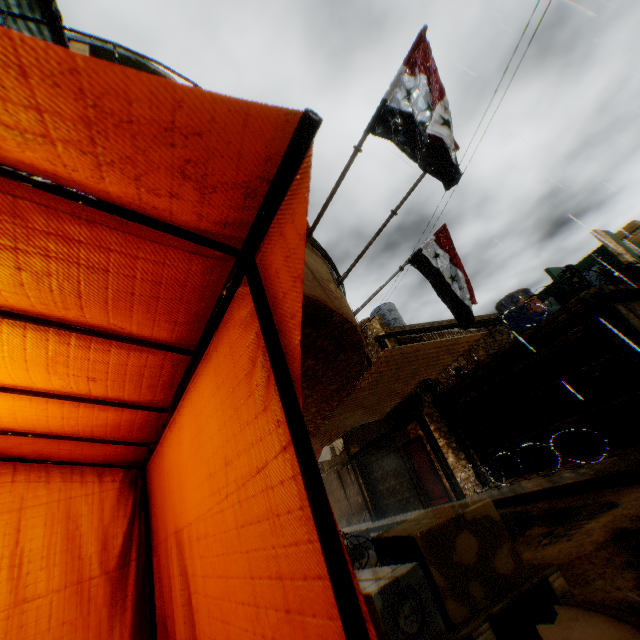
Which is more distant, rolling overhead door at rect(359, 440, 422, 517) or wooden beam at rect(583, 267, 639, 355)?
rolling overhead door at rect(359, 440, 422, 517)

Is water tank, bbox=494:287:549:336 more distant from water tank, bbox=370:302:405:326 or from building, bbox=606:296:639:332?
water tank, bbox=370:302:405:326

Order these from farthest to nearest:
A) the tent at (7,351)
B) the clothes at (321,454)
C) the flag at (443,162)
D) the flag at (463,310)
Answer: the clothes at (321,454) < the flag at (463,310) < the flag at (443,162) < the tent at (7,351)

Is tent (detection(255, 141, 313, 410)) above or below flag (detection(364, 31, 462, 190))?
below

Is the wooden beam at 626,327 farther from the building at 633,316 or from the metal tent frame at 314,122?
the metal tent frame at 314,122

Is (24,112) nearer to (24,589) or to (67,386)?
(67,386)

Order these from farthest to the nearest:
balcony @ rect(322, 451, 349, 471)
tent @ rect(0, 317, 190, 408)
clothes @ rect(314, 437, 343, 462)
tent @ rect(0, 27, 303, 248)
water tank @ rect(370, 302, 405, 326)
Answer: balcony @ rect(322, 451, 349, 471)
water tank @ rect(370, 302, 405, 326)
clothes @ rect(314, 437, 343, 462)
tent @ rect(0, 317, 190, 408)
tent @ rect(0, 27, 303, 248)

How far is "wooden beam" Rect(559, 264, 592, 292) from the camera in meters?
8.5 m
